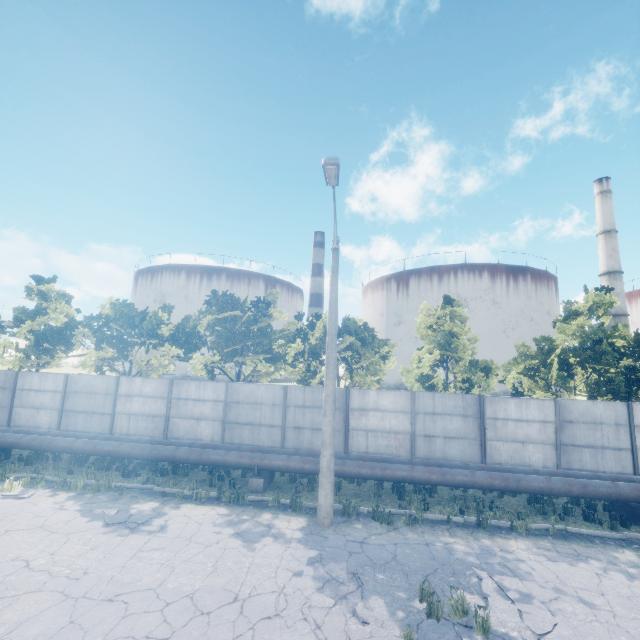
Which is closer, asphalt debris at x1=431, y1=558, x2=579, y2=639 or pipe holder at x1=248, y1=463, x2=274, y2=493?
asphalt debris at x1=431, y1=558, x2=579, y2=639

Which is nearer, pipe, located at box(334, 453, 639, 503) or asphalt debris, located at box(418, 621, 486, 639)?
asphalt debris, located at box(418, 621, 486, 639)

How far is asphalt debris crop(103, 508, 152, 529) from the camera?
8.9 meters

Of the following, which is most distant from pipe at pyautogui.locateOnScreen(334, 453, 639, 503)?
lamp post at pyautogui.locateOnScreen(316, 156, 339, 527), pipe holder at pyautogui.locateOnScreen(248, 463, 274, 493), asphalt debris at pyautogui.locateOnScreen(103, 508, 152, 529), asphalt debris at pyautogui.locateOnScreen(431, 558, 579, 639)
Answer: asphalt debris at pyautogui.locateOnScreen(431, 558, 579, 639)

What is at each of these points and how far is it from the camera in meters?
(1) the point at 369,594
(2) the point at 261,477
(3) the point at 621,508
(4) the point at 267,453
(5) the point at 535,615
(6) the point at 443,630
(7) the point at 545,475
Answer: (1) asphalt debris, 6.5 m
(2) pipe holder, 11.8 m
(3) pipe holder, 11.0 m
(4) pipe, 12.7 m
(5) asphalt debris, 6.2 m
(6) asphalt debris, 5.7 m
(7) pipe, 11.4 m

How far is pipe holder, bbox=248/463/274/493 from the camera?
11.6m

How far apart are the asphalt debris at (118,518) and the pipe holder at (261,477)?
3.23m

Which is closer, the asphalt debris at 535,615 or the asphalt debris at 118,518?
the asphalt debris at 535,615
